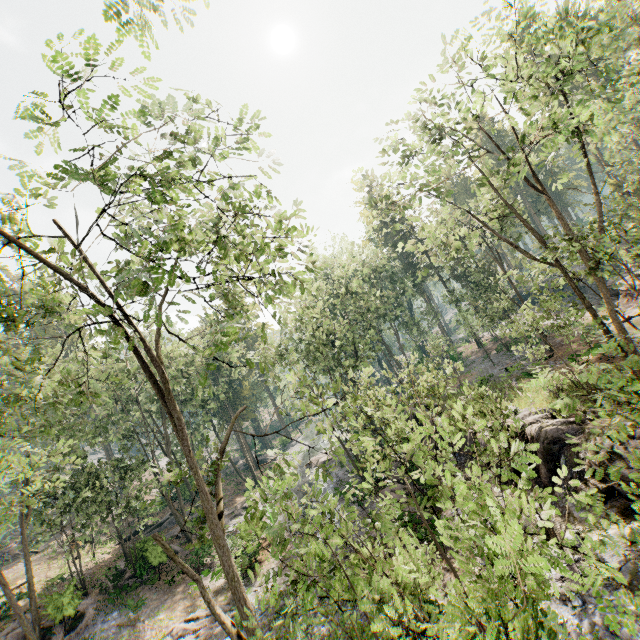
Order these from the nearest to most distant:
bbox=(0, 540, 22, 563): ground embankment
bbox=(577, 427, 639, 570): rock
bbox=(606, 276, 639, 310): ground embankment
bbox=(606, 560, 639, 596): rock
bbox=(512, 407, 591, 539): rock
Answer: bbox=(606, 560, 639, 596): rock
bbox=(577, 427, 639, 570): rock
bbox=(512, 407, 591, 539): rock
bbox=(606, 276, 639, 310): ground embankment
bbox=(0, 540, 22, 563): ground embankment

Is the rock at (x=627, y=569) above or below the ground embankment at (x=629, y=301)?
below

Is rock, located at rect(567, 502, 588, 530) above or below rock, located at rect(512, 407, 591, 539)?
below

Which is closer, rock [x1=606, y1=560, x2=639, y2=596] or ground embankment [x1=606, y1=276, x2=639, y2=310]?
rock [x1=606, y1=560, x2=639, y2=596]

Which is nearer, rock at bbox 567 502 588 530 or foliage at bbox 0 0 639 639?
foliage at bbox 0 0 639 639

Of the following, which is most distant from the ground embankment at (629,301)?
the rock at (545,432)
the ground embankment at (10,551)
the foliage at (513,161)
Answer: the ground embankment at (10,551)

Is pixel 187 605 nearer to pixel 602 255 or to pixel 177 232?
pixel 177 232

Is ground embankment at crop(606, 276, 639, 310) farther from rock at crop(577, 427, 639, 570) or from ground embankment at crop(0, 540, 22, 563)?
ground embankment at crop(0, 540, 22, 563)
